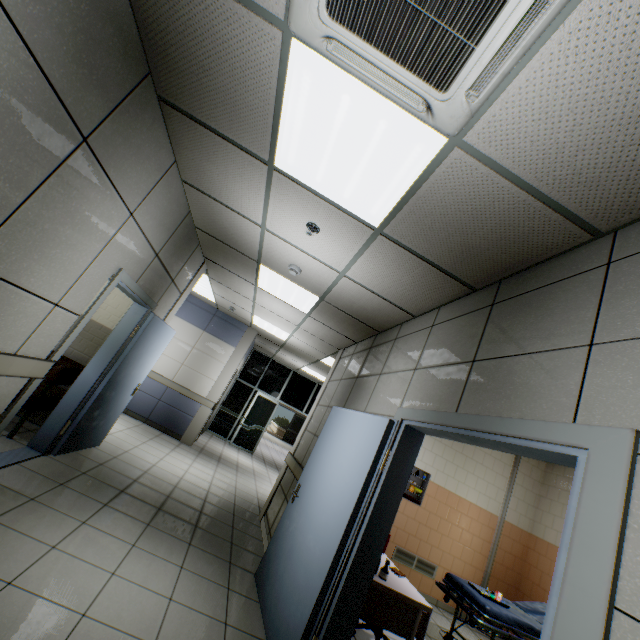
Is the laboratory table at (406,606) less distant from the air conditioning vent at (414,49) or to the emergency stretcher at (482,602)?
the emergency stretcher at (482,602)

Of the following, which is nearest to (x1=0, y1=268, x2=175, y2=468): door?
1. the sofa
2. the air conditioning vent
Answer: the sofa

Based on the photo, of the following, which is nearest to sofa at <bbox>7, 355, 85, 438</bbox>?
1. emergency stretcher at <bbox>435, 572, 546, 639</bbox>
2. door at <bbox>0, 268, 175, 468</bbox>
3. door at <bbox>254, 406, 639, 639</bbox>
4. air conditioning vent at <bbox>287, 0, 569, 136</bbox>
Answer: door at <bbox>0, 268, 175, 468</bbox>

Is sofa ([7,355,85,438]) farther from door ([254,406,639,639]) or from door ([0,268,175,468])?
door ([254,406,639,639])

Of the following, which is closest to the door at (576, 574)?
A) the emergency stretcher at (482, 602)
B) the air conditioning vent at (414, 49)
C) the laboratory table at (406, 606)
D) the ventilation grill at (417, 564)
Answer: the laboratory table at (406, 606)

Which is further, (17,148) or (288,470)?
(288,470)

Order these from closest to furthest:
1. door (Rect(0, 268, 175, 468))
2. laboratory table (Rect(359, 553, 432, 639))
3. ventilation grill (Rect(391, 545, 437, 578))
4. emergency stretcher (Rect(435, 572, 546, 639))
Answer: laboratory table (Rect(359, 553, 432, 639)) < door (Rect(0, 268, 175, 468)) < emergency stretcher (Rect(435, 572, 546, 639)) < ventilation grill (Rect(391, 545, 437, 578))

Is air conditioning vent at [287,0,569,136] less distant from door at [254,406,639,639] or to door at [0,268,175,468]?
door at [254,406,639,639]
